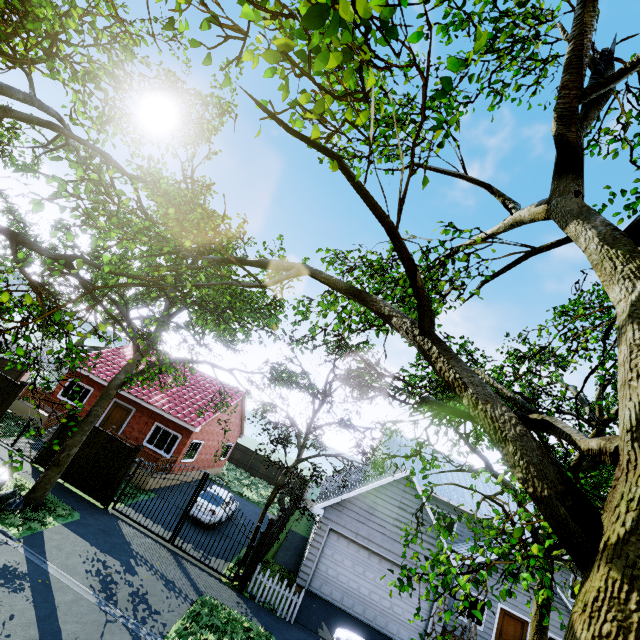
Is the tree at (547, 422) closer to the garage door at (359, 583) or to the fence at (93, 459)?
the fence at (93, 459)

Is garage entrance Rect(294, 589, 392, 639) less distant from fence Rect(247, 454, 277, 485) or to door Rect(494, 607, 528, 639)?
fence Rect(247, 454, 277, 485)

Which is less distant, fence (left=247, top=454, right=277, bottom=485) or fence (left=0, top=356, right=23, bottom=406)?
fence (left=0, top=356, right=23, bottom=406)

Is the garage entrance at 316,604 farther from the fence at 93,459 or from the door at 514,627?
the door at 514,627

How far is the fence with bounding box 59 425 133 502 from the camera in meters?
13.7 m

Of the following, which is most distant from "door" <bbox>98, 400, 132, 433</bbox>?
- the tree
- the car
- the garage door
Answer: the car

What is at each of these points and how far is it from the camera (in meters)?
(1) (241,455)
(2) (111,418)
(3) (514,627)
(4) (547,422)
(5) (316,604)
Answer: (1) fence, 35.41
(2) door, 20.38
(3) door, 16.72
(4) tree, 3.09
(5) garage entrance, 12.91

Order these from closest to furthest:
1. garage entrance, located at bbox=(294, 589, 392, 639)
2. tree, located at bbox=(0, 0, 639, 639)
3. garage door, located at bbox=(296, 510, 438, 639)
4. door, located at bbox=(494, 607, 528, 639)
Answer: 1. tree, located at bbox=(0, 0, 639, 639)
2. garage entrance, located at bbox=(294, 589, 392, 639)
3. garage door, located at bbox=(296, 510, 438, 639)
4. door, located at bbox=(494, 607, 528, 639)
